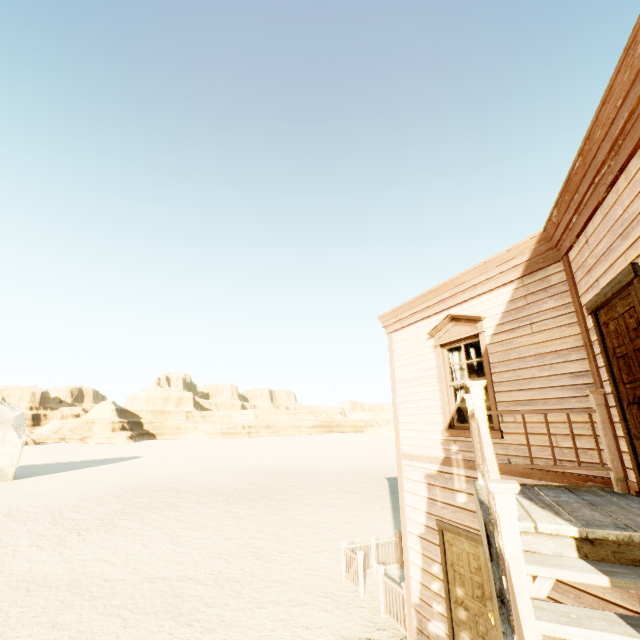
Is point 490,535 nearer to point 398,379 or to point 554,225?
point 554,225

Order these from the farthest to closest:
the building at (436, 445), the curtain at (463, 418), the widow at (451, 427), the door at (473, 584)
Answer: the curtain at (463, 418)
the widow at (451, 427)
the door at (473, 584)
the building at (436, 445)

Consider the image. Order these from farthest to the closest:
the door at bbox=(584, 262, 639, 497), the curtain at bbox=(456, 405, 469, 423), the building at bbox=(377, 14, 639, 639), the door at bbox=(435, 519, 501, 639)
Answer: the curtain at bbox=(456, 405, 469, 423)
the door at bbox=(435, 519, 501, 639)
the door at bbox=(584, 262, 639, 497)
the building at bbox=(377, 14, 639, 639)

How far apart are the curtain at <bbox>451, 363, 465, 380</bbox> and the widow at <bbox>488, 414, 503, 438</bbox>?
0.09m

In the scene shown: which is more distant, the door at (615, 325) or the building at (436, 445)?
the door at (615, 325)

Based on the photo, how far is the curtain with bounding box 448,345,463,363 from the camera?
6.5m
